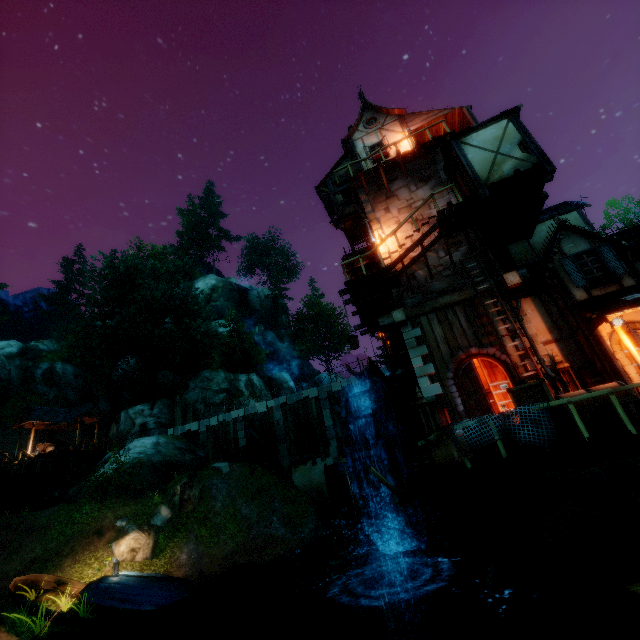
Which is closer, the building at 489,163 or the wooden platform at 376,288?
the building at 489,163

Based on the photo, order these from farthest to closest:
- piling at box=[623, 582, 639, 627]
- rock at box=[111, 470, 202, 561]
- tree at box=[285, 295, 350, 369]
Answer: tree at box=[285, 295, 350, 369] → rock at box=[111, 470, 202, 561] → piling at box=[623, 582, 639, 627]

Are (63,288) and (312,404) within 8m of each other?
no

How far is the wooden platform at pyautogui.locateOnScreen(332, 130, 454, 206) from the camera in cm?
1473

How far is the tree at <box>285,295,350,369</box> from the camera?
51.2 meters

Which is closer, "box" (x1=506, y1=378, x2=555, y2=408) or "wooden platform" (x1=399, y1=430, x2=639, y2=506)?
"wooden platform" (x1=399, y1=430, x2=639, y2=506)

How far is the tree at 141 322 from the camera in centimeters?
3089cm

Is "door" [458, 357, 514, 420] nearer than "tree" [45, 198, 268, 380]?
Yes
